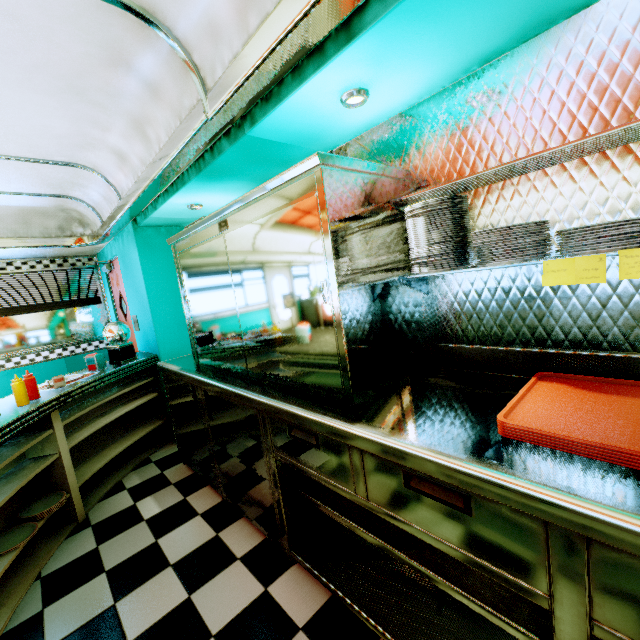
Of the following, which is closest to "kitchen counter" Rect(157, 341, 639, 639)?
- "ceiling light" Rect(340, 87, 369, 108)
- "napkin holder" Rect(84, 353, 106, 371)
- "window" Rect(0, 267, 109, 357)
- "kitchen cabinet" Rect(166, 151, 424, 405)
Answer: "kitchen cabinet" Rect(166, 151, 424, 405)

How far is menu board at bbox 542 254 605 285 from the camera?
1.1 meters

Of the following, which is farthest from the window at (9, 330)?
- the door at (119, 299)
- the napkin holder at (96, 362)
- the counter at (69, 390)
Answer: the napkin holder at (96, 362)

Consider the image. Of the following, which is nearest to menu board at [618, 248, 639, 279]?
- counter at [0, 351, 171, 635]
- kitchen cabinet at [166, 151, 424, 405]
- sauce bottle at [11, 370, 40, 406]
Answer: kitchen cabinet at [166, 151, 424, 405]

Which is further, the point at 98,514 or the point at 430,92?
the point at 98,514

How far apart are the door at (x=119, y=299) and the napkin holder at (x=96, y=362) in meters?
1.1

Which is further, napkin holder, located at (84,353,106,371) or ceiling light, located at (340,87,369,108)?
napkin holder, located at (84,353,106,371)

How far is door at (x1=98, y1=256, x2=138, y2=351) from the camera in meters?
4.7
